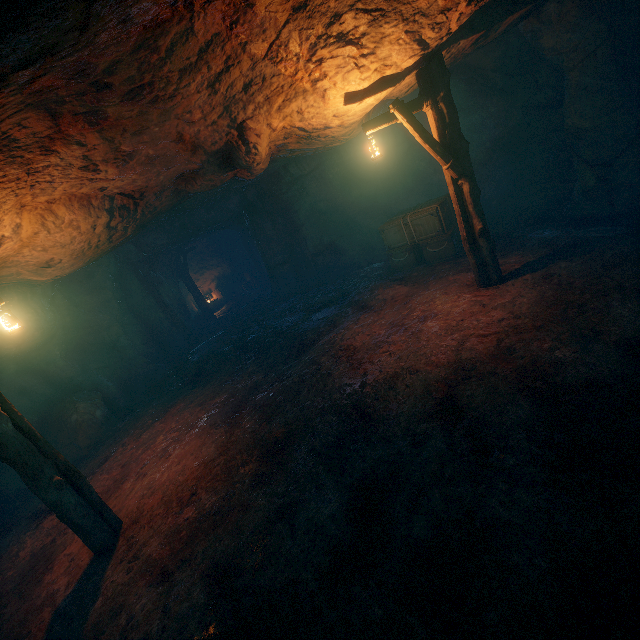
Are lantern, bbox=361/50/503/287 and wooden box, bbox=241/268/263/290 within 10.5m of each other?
no

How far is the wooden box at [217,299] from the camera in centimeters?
2266cm

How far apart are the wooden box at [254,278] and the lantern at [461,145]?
16.7 meters

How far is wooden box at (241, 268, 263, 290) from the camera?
22.5 meters

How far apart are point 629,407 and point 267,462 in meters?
4.8

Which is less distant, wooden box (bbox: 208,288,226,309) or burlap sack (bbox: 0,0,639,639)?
burlap sack (bbox: 0,0,639,639)

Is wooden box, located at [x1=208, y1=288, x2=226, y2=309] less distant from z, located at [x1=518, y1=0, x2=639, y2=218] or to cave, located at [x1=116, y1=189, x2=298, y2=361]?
cave, located at [x1=116, y1=189, x2=298, y2=361]

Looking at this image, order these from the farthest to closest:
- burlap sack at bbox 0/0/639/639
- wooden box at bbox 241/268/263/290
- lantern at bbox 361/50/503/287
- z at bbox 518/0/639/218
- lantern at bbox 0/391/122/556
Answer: wooden box at bbox 241/268/263/290 → z at bbox 518/0/639/218 → lantern at bbox 361/50/503/287 → lantern at bbox 0/391/122/556 → burlap sack at bbox 0/0/639/639
